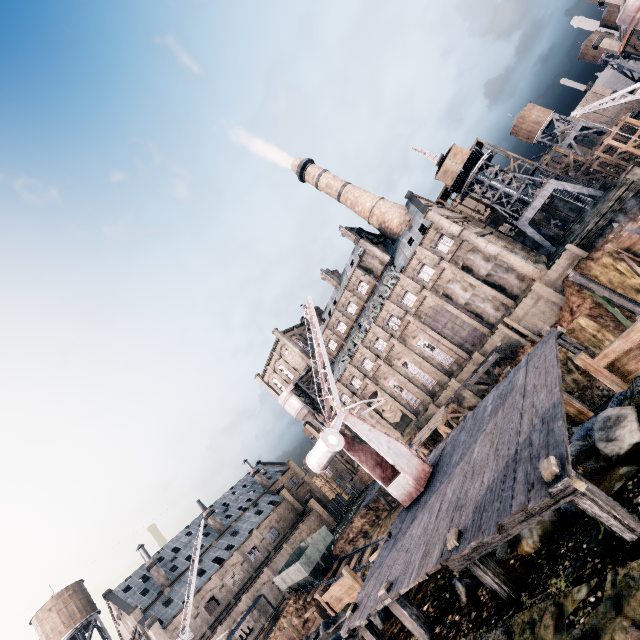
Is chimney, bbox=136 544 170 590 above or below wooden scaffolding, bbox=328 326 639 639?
above

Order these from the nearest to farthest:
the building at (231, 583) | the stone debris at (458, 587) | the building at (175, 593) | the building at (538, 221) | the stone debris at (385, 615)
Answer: the stone debris at (458, 587), the stone debris at (385, 615), the building at (175, 593), the building at (231, 583), the building at (538, 221)

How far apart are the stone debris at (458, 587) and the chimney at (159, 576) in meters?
61.1 m

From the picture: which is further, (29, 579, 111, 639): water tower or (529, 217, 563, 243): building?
(529, 217, 563, 243): building

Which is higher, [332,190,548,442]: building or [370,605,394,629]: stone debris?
[332,190,548,442]: building

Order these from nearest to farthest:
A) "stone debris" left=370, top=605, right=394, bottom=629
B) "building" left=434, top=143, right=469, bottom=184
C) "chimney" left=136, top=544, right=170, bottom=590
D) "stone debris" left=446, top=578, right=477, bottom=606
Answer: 1. "stone debris" left=446, top=578, right=477, bottom=606
2. "stone debris" left=370, top=605, right=394, bottom=629
3. "building" left=434, top=143, right=469, bottom=184
4. "chimney" left=136, top=544, right=170, bottom=590

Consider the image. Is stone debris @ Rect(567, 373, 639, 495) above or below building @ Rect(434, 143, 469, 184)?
below

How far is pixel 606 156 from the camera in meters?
40.2 m
